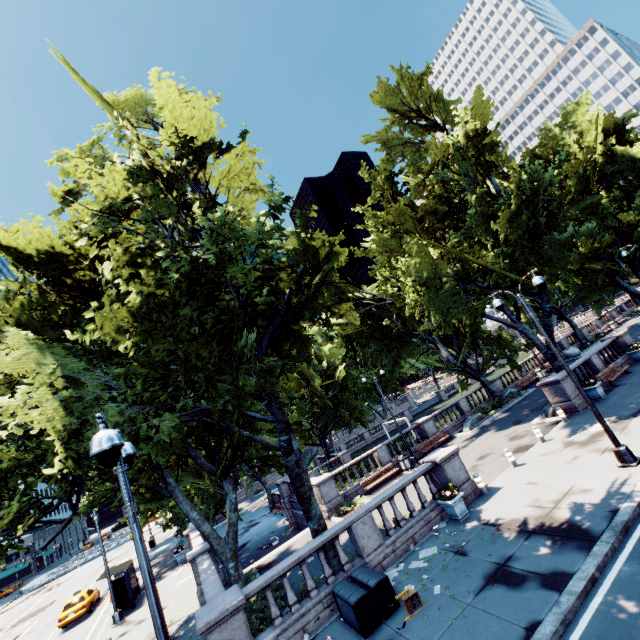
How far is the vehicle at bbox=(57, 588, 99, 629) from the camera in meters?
22.9 m

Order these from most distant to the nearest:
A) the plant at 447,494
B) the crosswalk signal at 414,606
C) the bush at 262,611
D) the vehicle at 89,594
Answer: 1. the vehicle at 89,594
2. the plant at 447,494
3. the bush at 262,611
4. the crosswalk signal at 414,606

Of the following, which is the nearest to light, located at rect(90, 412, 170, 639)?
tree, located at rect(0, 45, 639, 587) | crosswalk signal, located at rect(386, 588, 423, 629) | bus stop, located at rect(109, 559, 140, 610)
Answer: tree, located at rect(0, 45, 639, 587)

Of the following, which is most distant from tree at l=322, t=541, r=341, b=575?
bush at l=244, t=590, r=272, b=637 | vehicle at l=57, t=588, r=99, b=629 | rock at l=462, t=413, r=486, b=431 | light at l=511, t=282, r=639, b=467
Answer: vehicle at l=57, t=588, r=99, b=629

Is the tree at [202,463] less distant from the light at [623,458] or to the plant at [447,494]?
the light at [623,458]

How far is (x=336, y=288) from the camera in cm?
1433

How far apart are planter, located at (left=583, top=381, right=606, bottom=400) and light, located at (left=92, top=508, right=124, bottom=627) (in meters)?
30.55

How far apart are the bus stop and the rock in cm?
2565
